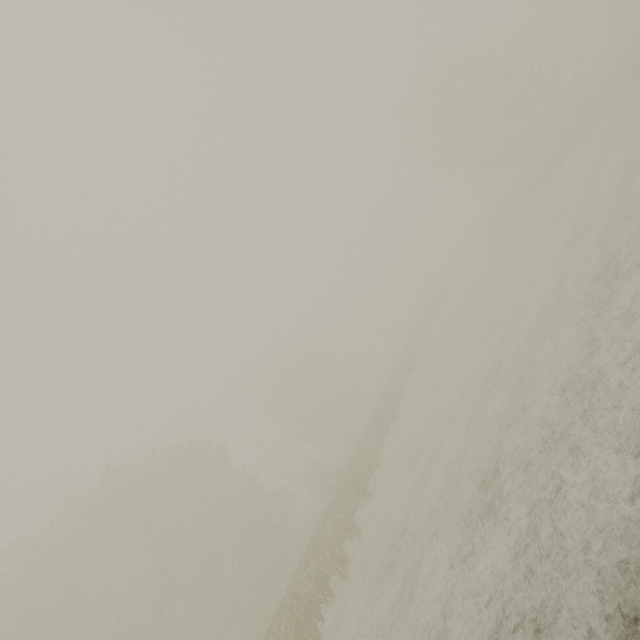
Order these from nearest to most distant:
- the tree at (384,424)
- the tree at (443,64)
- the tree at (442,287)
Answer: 1. the tree at (384,424)
2. the tree at (443,64)
3. the tree at (442,287)

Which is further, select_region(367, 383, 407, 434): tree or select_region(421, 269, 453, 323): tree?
select_region(421, 269, 453, 323): tree

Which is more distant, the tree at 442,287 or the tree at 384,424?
the tree at 442,287

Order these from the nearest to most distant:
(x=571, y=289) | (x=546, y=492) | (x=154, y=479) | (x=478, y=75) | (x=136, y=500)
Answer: (x=546, y=492), (x=571, y=289), (x=136, y=500), (x=154, y=479), (x=478, y=75)

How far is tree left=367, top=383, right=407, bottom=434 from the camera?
23.1m

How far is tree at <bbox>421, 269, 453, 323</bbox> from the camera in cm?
4009

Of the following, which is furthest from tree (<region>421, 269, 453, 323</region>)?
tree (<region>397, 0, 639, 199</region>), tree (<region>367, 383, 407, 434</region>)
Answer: tree (<region>367, 383, 407, 434</region>)
